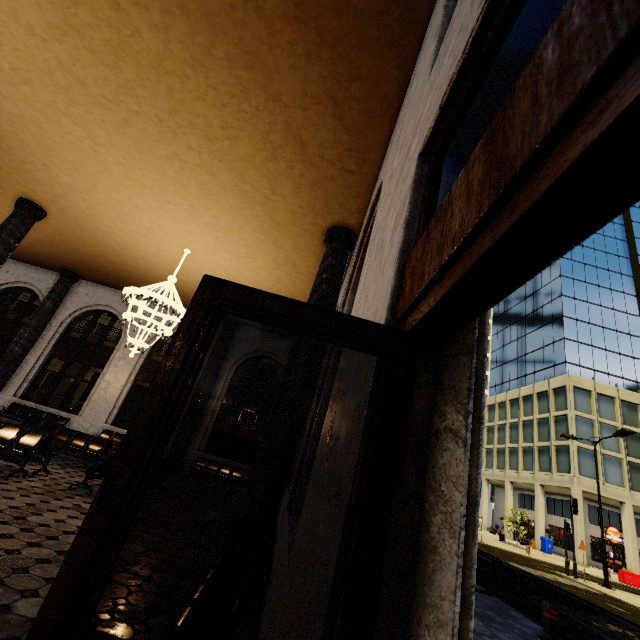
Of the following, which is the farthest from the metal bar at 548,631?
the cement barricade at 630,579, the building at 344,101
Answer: the cement barricade at 630,579

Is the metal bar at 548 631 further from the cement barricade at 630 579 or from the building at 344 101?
the cement barricade at 630 579

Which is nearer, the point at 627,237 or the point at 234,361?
the point at 234,361

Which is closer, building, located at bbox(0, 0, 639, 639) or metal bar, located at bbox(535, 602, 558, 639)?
building, located at bbox(0, 0, 639, 639)

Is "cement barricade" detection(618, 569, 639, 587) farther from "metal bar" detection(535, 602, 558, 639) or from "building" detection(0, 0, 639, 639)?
"metal bar" detection(535, 602, 558, 639)

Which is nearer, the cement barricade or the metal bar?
the metal bar

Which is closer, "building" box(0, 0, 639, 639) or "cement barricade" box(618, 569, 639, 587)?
"building" box(0, 0, 639, 639)
